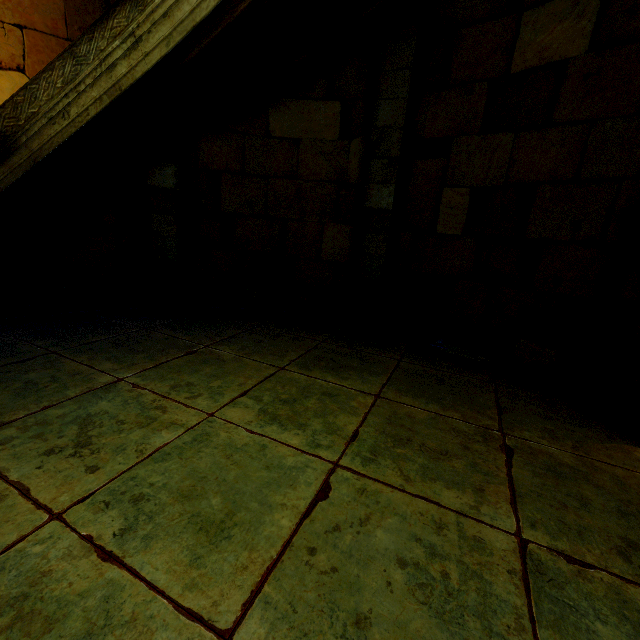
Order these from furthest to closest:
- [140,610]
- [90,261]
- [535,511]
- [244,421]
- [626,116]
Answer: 1. [90,261]
2. [626,116]
3. [244,421]
4. [535,511]
5. [140,610]
